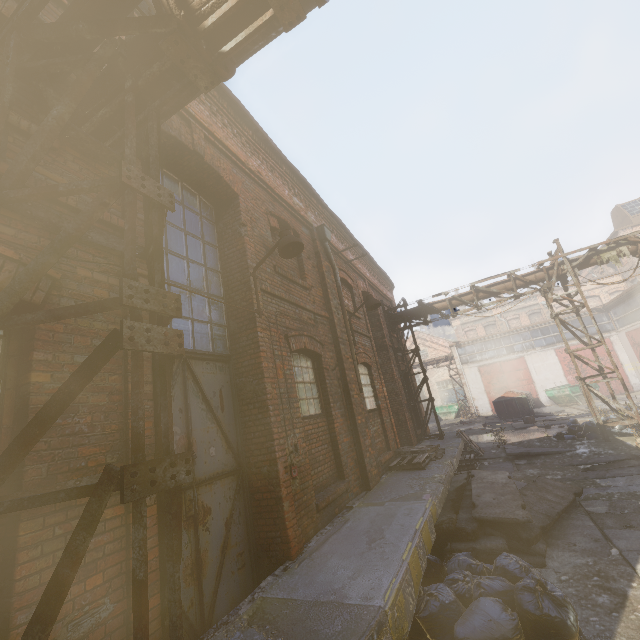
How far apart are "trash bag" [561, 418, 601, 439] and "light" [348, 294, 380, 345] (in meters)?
8.86

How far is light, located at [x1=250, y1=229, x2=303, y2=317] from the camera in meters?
5.0 m

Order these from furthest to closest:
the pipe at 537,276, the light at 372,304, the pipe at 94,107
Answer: the pipe at 537,276, the light at 372,304, the pipe at 94,107

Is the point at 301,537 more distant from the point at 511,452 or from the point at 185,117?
the point at 511,452

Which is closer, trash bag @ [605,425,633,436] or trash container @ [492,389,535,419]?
trash bag @ [605,425,633,436]

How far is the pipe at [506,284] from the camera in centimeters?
1227cm

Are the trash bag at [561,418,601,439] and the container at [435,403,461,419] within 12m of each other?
no

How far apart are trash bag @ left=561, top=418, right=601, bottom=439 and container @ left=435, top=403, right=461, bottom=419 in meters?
20.1 m
